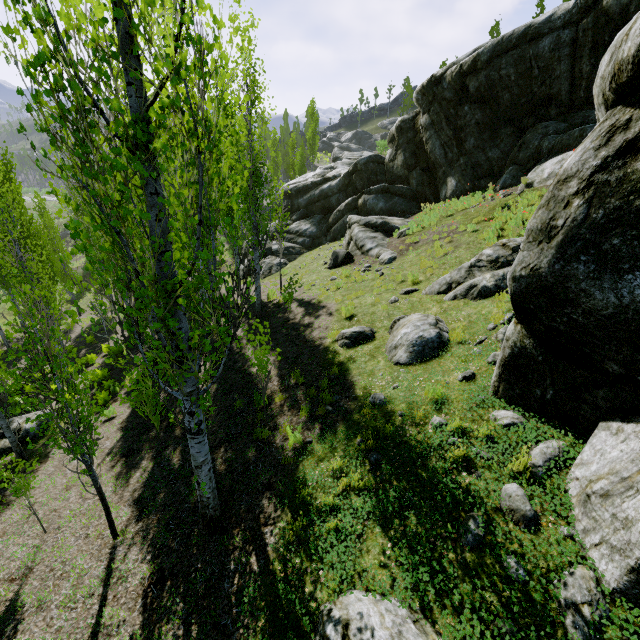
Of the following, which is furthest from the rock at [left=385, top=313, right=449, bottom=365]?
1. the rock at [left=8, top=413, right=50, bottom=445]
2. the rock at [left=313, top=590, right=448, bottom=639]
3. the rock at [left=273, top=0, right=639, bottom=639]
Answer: the rock at [left=8, top=413, right=50, bottom=445]

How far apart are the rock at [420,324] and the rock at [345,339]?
0.37m

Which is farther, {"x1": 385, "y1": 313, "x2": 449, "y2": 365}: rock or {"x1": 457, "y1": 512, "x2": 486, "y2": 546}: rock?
{"x1": 385, "y1": 313, "x2": 449, "y2": 365}: rock

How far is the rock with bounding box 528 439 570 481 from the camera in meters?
4.2 m

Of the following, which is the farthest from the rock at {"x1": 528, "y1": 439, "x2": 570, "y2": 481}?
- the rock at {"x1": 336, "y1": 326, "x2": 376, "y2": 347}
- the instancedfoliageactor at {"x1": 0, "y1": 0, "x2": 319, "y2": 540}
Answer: the rock at {"x1": 336, "y1": 326, "x2": 376, "y2": 347}

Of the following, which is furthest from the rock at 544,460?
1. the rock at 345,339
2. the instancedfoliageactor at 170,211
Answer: the rock at 345,339

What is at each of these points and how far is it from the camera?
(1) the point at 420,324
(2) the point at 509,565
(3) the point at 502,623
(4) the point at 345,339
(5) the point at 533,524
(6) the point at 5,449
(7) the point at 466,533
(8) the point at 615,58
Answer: (1) rock, 7.9m
(2) rock, 3.5m
(3) rock, 3.2m
(4) rock, 9.4m
(5) rock, 3.8m
(6) rock, 10.2m
(7) rock, 4.0m
(8) rock, 3.6m
